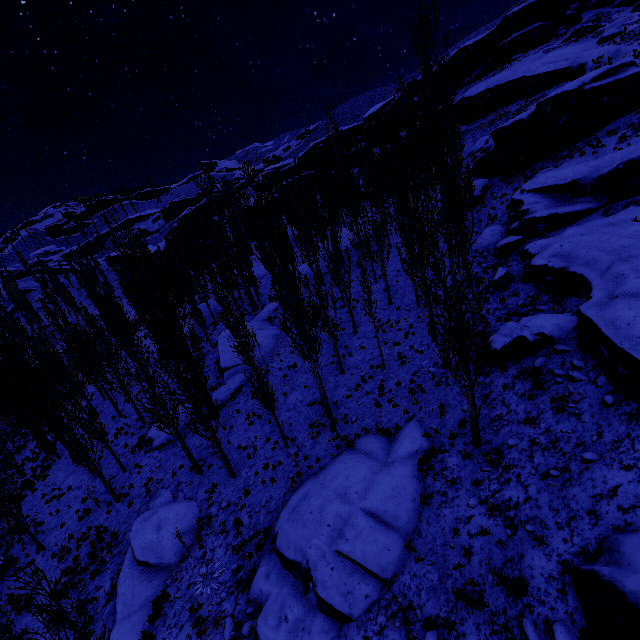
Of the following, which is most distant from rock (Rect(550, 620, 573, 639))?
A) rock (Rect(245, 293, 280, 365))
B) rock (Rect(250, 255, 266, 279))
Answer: rock (Rect(250, 255, 266, 279))

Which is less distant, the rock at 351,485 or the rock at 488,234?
the rock at 351,485

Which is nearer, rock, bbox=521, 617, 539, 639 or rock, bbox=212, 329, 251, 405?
rock, bbox=521, 617, 539, 639

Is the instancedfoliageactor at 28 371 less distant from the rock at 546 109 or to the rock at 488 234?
the rock at 488 234

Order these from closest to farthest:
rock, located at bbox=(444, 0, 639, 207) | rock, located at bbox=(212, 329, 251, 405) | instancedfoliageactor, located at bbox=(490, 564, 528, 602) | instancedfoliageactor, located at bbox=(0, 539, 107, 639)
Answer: instancedfoliageactor, located at bbox=(0, 539, 107, 639)
instancedfoliageactor, located at bbox=(490, 564, 528, 602)
rock, located at bbox=(212, 329, 251, 405)
rock, located at bbox=(444, 0, 639, 207)

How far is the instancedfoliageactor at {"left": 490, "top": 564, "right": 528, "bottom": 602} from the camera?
6.9m

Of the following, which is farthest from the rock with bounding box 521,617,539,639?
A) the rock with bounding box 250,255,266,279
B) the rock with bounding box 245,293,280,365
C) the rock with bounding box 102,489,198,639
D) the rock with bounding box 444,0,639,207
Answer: the rock with bounding box 250,255,266,279

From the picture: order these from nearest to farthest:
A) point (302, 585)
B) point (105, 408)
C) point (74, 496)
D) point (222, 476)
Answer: point (302, 585) < point (222, 476) < point (74, 496) < point (105, 408)
